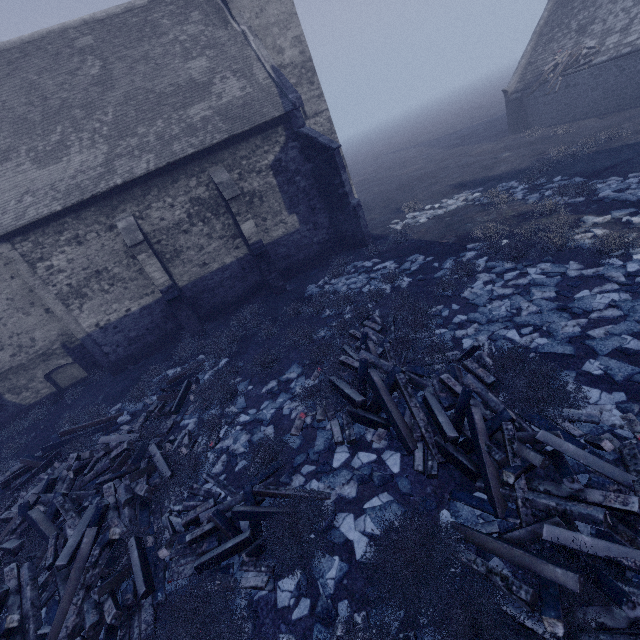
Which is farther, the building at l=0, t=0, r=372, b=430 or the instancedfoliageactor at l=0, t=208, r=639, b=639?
the building at l=0, t=0, r=372, b=430

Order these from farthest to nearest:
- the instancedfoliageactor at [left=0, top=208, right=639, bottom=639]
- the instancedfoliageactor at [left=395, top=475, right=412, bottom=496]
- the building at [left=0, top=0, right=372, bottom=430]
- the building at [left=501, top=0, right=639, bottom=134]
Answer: the building at [left=501, top=0, right=639, bottom=134] → the building at [left=0, top=0, right=372, bottom=430] → the instancedfoliageactor at [left=395, top=475, right=412, bottom=496] → the instancedfoliageactor at [left=0, top=208, right=639, bottom=639]

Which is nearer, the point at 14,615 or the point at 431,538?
the point at 431,538

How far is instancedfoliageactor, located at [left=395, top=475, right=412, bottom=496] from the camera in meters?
5.2

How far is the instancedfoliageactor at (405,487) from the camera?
5.25m

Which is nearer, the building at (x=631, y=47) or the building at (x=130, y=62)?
the building at (x=130, y=62)

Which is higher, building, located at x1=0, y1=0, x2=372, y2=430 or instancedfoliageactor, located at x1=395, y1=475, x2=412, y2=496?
building, located at x1=0, y1=0, x2=372, y2=430
